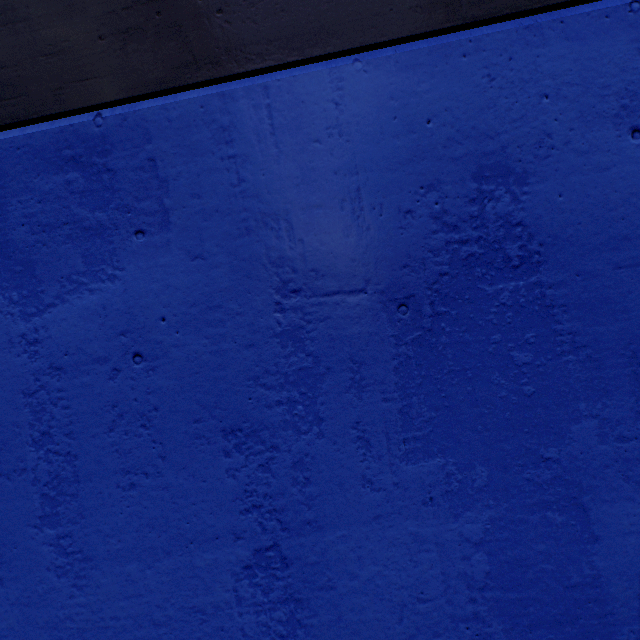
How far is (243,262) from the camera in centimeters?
124cm
